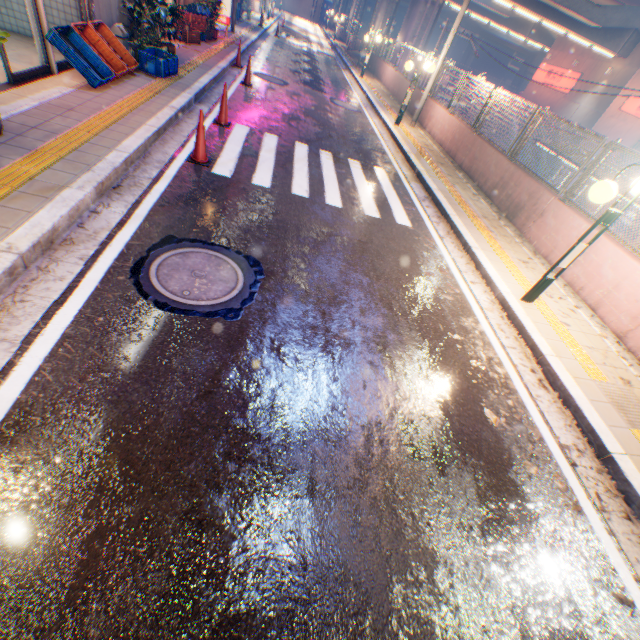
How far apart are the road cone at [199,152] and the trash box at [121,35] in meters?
4.4

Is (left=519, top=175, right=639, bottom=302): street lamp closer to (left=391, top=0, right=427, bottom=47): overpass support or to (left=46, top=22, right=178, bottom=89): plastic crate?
(left=391, top=0, right=427, bottom=47): overpass support

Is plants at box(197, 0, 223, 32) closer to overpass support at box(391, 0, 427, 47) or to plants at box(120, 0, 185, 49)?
plants at box(120, 0, 185, 49)

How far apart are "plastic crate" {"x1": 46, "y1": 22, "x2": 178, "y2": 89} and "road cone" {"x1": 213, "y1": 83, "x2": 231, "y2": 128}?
1.9m

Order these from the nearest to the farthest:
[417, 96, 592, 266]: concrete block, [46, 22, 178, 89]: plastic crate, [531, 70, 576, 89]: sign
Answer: [46, 22, 178, 89]: plastic crate → [417, 96, 592, 266]: concrete block → [531, 70, 576, 89]: sign

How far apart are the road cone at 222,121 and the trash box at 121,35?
2.7 meters

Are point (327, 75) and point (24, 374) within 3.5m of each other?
no

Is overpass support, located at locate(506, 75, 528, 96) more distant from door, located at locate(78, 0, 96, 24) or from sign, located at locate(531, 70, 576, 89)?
door, located at locate(78, 0, 96, 24)
